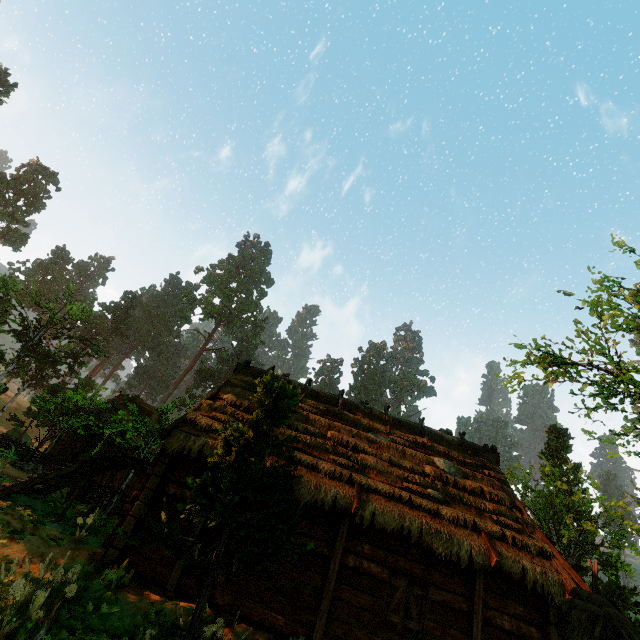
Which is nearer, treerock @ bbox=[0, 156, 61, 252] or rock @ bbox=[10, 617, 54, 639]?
rock @ bbox=[10, 617, 54, 639]

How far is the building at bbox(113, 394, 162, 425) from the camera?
23.9m

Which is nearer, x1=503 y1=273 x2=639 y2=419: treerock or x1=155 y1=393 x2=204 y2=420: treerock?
x1=503 y1=273 x2=639 y2=419: treerock

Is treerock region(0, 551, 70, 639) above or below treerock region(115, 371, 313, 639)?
below

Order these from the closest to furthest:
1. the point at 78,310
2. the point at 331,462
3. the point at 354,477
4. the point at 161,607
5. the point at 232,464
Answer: the point at 232,464, the point at 161,607, the point at 354,477, the point at 331,462, the point at 78,310

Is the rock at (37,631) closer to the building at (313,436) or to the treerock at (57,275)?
the treerock at (57,275)

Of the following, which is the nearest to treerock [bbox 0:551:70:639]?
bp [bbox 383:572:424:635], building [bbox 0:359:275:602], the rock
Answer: building [bbox 0:359:275:602]

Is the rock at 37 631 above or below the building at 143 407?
below
